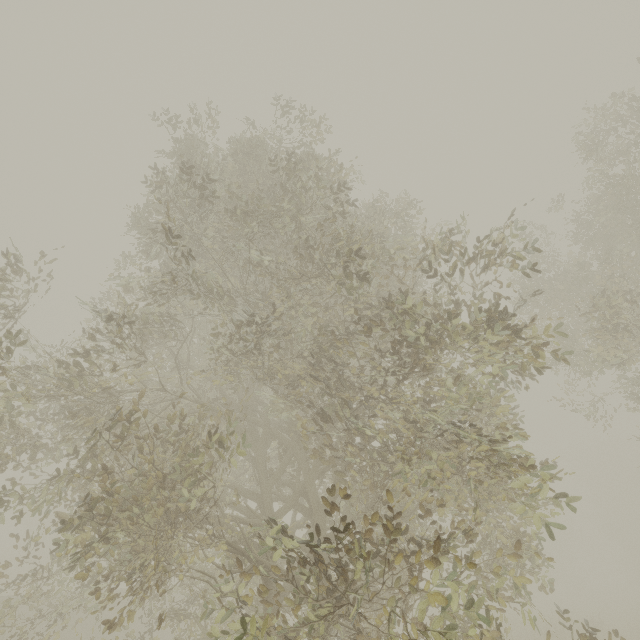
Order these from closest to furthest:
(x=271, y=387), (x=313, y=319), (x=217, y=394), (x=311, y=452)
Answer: (x=271, y=387)
(x=311, y=452)
(x=313, y=319)
(x=217, y=394)

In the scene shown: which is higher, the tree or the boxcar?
the tree

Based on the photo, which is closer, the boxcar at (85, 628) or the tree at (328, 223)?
the tree at (328, 223)

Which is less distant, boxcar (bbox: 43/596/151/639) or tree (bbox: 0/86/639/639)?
tree (bbox: 0/86/639/639)

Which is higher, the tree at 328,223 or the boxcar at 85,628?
the tree at 328,223
